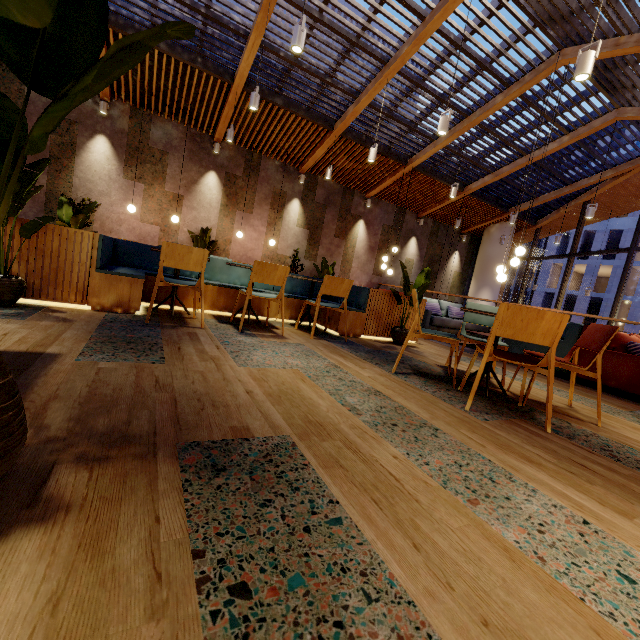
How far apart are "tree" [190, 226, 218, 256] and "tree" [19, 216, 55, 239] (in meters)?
5.79

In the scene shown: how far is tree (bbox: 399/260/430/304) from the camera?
4.84m

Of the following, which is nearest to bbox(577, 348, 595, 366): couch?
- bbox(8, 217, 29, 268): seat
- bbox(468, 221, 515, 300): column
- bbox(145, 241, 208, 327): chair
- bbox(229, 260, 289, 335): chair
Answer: bbox(8, 217, 29, 268): seat

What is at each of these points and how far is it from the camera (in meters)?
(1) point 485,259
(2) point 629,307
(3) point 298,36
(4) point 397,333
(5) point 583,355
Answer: (1) column, 13.80
(2) building, 29.64
(3) lamp, 3.97
(4) pot, 5.04
(5) couch, 4.66

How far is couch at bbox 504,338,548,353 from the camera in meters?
5.1 m

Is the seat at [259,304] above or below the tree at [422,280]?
below

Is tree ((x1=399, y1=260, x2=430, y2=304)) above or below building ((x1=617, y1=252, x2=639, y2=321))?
below

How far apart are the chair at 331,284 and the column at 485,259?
11.2m
